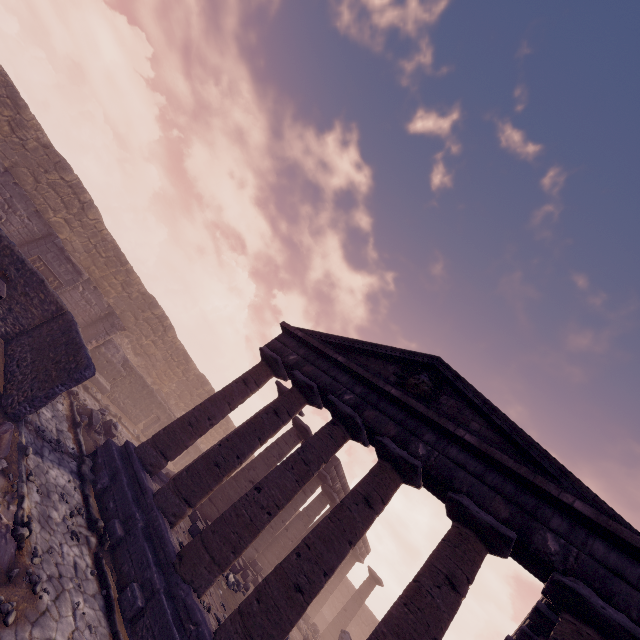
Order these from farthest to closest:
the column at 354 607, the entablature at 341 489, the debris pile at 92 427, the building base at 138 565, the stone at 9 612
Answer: the column at 354 607 → the entablature at 341 489 → the debris pile at 92 427 → the building base at 138 565 → the stone at 9 612

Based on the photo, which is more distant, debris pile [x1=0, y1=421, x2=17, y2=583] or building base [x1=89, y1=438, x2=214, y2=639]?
building base [x1=89, y1=438, x2=214, y2=639]

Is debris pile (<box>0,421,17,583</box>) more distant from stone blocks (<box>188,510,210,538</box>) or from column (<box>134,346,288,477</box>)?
stone blocks (<box>188,510,210,538</box>)

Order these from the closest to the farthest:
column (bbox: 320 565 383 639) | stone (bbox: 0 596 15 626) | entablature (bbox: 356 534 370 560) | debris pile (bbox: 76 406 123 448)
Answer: stone (bbox: 0 596 15 626), debris pile (bbox: 76 406 123 448), column (bbox: 320 565 383 639), entablature (bbox: 356 534 370 560)

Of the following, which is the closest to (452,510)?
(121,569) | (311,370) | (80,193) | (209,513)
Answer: (311,370)

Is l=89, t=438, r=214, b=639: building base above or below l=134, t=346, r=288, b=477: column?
below

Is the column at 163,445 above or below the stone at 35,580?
above

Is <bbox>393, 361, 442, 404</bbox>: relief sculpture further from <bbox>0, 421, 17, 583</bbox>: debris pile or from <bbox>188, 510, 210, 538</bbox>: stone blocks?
<bbox>0, 421, 17, 583</bbox>: debris pile
